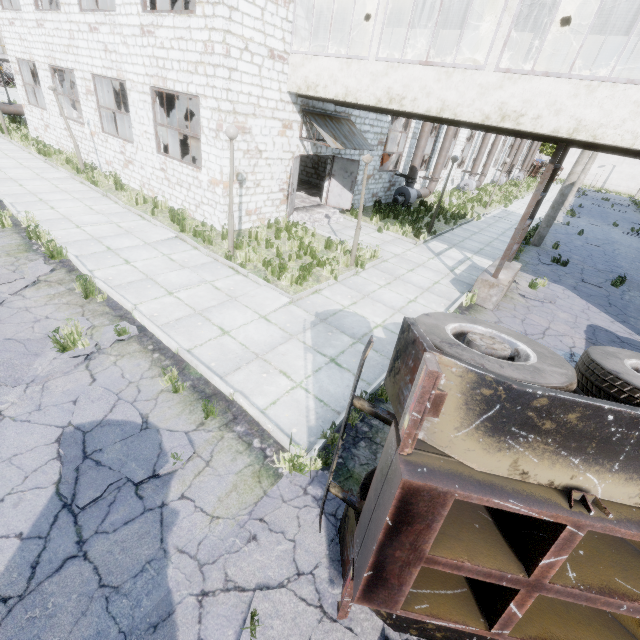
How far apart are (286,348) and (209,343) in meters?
1.5

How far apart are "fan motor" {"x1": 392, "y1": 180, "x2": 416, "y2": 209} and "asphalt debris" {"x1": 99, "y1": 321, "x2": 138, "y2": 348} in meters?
16.5

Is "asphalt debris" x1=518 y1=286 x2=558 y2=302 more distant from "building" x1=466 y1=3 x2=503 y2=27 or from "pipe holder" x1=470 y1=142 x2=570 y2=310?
"building" x1=466 y1=3 x2=503 y2=27

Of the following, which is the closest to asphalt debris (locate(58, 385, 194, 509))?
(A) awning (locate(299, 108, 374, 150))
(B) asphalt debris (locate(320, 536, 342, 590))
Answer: (B) asphalt debris (locate(320, 536, 342, 590))

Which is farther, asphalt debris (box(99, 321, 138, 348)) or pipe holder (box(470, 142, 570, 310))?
pipe holder (box(470, 142, 570, 310))

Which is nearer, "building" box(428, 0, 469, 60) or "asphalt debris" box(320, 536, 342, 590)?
"asphalt debris" box(320, 536, 342, 590)

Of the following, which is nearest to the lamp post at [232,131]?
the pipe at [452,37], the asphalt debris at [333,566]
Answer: the asphalt debris at [333,566]

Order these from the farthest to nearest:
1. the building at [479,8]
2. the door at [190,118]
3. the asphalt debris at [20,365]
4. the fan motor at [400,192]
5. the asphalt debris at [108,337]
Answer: the door at [190,118], the fan motor at [400,192], the building at [479,8], the asphalt debris at [108,337], the asphalt debris at [20,365]
